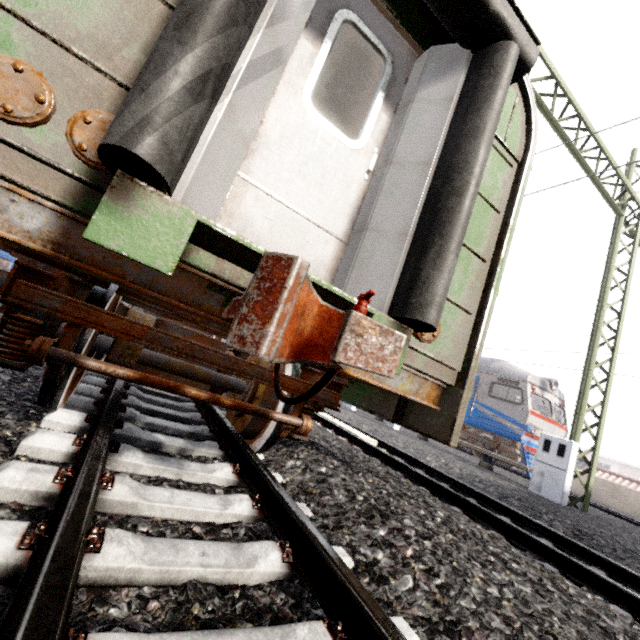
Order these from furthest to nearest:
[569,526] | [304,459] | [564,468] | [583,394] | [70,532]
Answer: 1. [583,394]
2. [564,468]
3. [569,526]
4. [304,459]
5. [70,532]

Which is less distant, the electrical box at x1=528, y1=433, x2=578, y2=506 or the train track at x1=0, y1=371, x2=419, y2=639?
the train track at x1=0, y1=371, x2=419, y2=639

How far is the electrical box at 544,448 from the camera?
7.3 meters

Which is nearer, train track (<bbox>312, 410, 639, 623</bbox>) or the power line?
train track (<bbox>312, 410, 639, 623</bbox>)

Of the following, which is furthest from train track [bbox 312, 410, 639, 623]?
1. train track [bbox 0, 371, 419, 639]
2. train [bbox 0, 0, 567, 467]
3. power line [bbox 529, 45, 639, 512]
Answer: power line [bbox 529, 45, 639, 512]

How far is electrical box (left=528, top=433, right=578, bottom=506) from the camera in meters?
7.3 m

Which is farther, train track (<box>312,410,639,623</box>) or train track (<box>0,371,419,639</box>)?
train track (<box>312,410,639,623</box>)

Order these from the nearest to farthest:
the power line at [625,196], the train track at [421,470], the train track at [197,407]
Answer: the train track at [197,407] < the train track at [421,470] < the power line at [625,196]
